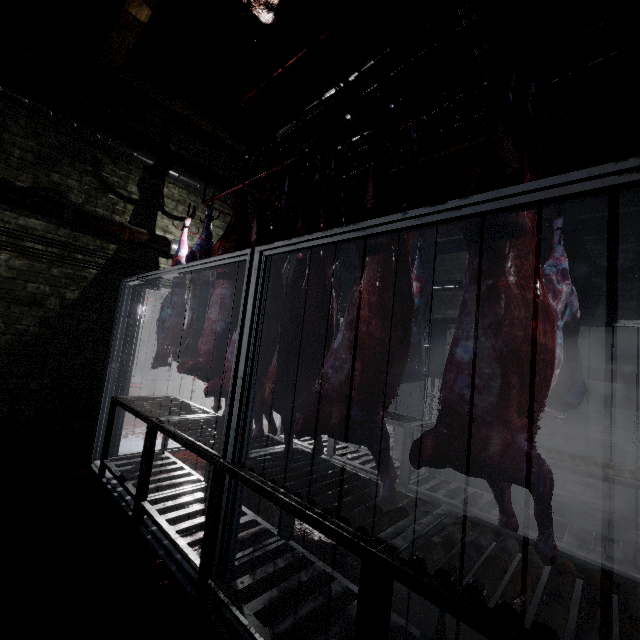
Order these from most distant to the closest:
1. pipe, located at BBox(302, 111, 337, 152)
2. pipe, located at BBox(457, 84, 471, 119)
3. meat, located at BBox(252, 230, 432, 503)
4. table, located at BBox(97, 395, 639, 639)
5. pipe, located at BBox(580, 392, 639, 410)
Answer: pipe, located at BBox(580, 392, 639, 410) < pipe, located at BBox(302, 111, 337, 152) < pipe, located at BBox(457, 84, 471, 119) < meat, located at BBox(252, 230, 432, 503) < table, located at BBox(97, 395, 639, 639)

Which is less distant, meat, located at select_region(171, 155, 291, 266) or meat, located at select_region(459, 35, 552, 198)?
meat, located at select_region(459, 35, 552, 198)

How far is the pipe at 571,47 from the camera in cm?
262

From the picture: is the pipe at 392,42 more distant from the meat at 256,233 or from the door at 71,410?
the meat at 256,233

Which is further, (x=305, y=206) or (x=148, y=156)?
(x=148, y=156)

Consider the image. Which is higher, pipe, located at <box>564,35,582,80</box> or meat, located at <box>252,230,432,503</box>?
pipe, located at <box>564,35,582,80</box>

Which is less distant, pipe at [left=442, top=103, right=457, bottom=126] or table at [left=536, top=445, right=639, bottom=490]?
table at [left=536, top=445, right=639, bottom=490]

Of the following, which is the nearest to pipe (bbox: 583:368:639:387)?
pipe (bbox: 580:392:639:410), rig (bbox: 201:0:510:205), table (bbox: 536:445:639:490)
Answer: pipe (bbox: 580:392:639:410)
